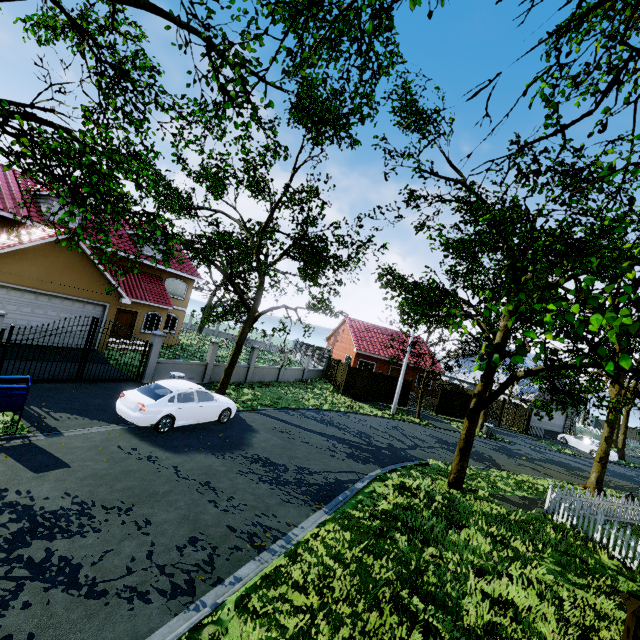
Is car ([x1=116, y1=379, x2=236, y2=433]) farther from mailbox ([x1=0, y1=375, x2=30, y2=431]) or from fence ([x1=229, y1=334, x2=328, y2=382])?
fence ([x1=229, y1=334, x2=328, y2=382])

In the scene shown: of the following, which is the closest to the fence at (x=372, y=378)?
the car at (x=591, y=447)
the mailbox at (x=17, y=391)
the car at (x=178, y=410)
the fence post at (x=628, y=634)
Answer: the car at (x=591, y=447)

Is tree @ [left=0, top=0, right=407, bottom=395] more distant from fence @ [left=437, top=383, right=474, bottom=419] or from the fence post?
the fence post

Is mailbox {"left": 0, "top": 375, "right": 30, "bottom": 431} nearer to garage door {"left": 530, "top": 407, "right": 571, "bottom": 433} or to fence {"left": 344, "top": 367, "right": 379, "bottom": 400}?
fence {"left": 344, "top": 367, "right": 379, "bottom": 400}

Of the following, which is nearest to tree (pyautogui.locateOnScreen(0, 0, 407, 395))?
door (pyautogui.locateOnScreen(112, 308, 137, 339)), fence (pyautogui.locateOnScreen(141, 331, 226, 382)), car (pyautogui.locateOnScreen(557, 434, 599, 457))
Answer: fence (pyautogui.locateOnScreen(141, 331, 226, 382))

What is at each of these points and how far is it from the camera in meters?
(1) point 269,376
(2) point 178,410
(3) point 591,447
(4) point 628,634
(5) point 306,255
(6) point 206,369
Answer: (1) fence, 24.1 m
(2) car, 11.0 m
(3) car, 29.0 m
(4) fence post, 3.2 m
(5) tree, 17.3 m
(6) fence, 18.6 m

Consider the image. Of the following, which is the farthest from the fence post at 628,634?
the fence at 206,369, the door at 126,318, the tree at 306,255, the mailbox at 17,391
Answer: the door at 126,318

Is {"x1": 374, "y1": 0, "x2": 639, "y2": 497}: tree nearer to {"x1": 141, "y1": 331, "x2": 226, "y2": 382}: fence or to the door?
{"x1": 141, "y1": 331, "x2": 226, "y2": 382}: fence
